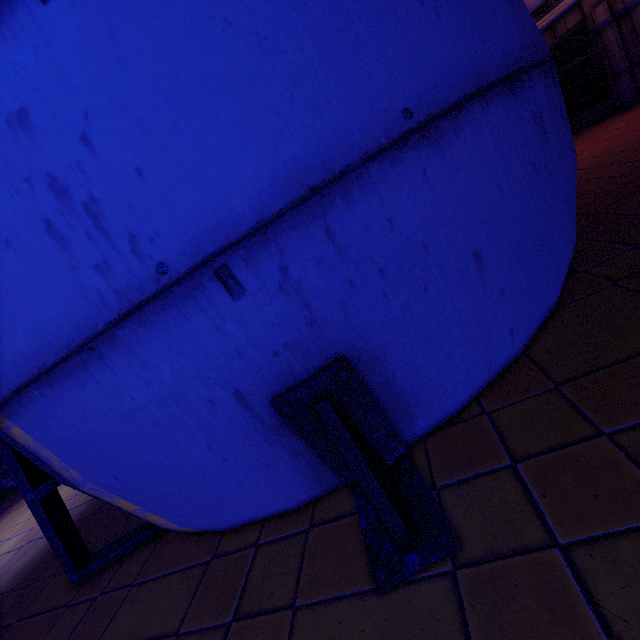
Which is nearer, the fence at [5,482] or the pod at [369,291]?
the pod at [369,291]

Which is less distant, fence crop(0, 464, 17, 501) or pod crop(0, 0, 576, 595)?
pod crop(0, 0, 576, 595)

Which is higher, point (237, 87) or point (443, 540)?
point (237, 87)
